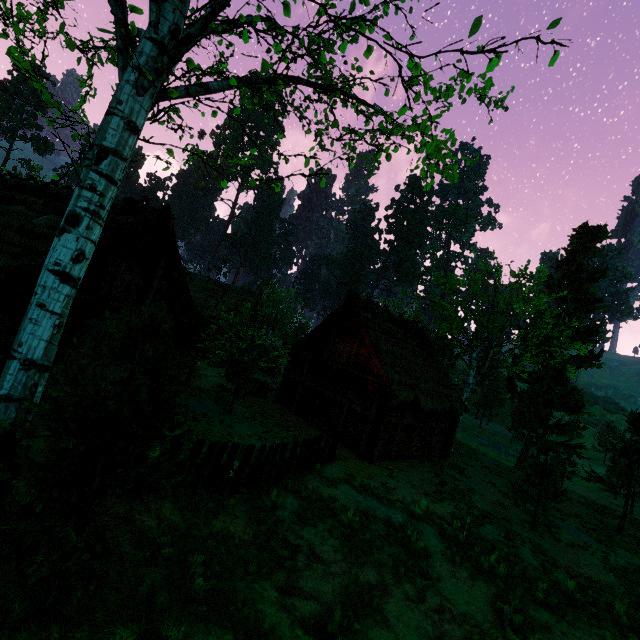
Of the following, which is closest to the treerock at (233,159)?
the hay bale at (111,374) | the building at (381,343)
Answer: the building at (381,343)

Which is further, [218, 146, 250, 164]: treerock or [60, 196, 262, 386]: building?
[60, 196, 262, 386]: building

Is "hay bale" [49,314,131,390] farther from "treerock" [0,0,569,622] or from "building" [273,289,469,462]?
"building" [273,289,469,462]

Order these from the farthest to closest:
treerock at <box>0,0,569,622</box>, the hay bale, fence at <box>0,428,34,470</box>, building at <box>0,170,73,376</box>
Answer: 1. building at <box>0,170,73,376</box>
2. the hay bale
3. fence at <box>0,428,34,470</box>
4. treerock at <box>0,0,569,622</box>

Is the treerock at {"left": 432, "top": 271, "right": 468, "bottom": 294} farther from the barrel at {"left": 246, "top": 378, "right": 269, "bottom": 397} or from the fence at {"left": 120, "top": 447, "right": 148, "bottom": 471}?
the barrel at {"left": 246, "top": 378, "right": 269, "bottom": 397}

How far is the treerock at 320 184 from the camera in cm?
590

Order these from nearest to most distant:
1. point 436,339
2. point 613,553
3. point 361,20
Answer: point 361,20
point 613,553
point 436,339

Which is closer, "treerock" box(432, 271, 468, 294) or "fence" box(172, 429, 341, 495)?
"fence" box(172, 429, 341, 495)
